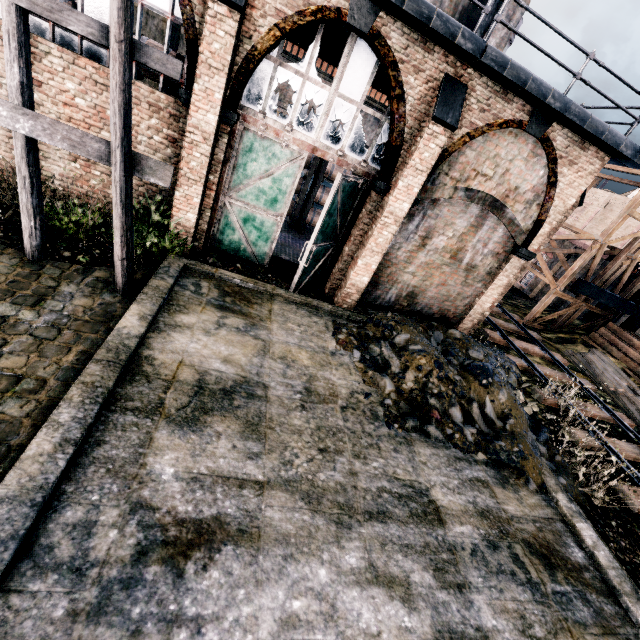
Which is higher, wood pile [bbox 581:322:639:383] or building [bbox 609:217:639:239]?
building [bbox 609:217:639:239]

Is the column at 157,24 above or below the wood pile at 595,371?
above

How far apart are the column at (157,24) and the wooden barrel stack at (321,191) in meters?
7.2 m

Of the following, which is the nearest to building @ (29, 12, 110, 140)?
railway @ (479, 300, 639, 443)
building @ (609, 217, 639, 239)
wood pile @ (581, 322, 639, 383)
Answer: railway @ (479, 300, 639, 443)

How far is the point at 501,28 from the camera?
18.61m

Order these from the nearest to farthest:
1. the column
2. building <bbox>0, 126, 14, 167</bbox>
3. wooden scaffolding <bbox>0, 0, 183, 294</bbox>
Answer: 1. wooden scaffolding <bbox>0, 0, 183, 294</bbox>
2. building <bbox>0, 126, 14, 167</bbox>
3. the column

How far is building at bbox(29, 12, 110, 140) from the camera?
7.96m

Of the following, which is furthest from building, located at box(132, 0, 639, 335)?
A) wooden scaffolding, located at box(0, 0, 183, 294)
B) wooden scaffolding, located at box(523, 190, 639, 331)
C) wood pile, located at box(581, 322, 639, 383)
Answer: wood pile, located at box(581, 322, 639, 383)
